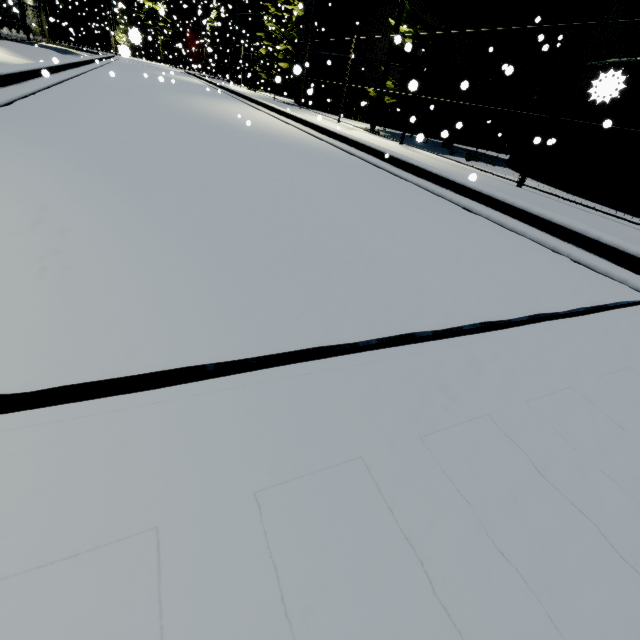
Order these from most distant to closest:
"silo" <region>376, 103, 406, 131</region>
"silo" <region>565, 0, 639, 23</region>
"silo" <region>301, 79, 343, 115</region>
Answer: "silo" <region>301, 79, 343, 115</region> < "silo" <region>376, 103, 406, 131</region> < "silo" <region>565, 0, 639, 23</region>

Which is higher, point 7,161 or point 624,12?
point 624,12

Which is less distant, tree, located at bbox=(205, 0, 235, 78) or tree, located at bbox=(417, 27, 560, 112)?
tree, located at bbox=(417, 27, 560, 112)

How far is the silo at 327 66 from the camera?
18.44m

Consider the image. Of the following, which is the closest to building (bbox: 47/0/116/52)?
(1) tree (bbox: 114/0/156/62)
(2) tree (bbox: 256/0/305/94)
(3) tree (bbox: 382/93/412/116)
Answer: (1) tree (bbox: 114/0/156/62)

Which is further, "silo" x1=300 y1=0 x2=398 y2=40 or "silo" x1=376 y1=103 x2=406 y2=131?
"silo" x1=376 y1=103 x2=406 y2=131

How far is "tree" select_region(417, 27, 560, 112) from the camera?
10.9 meters
